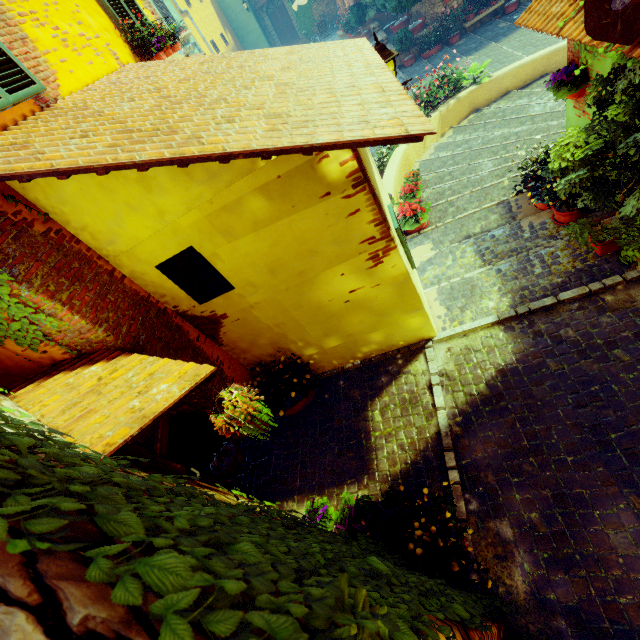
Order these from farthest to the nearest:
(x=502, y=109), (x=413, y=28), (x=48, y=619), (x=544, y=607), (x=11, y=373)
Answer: (x=413, y=28) < (x=502, y=109) < (x=11, y=373) < (x=544, y=607) < (x=48, y=619)

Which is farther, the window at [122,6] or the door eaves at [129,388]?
the window at [122,6]

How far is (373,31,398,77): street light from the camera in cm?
427

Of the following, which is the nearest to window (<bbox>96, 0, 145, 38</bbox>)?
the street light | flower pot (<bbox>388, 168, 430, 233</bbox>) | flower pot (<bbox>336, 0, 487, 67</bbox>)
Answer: the street light

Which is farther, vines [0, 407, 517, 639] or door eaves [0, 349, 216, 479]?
door eaves [0, 349, 216, 479]

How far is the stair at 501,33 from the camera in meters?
10.1 m

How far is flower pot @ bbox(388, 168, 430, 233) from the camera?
6.23m

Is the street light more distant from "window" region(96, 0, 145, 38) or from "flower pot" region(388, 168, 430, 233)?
"window" region(96, 0, 145, 38)
